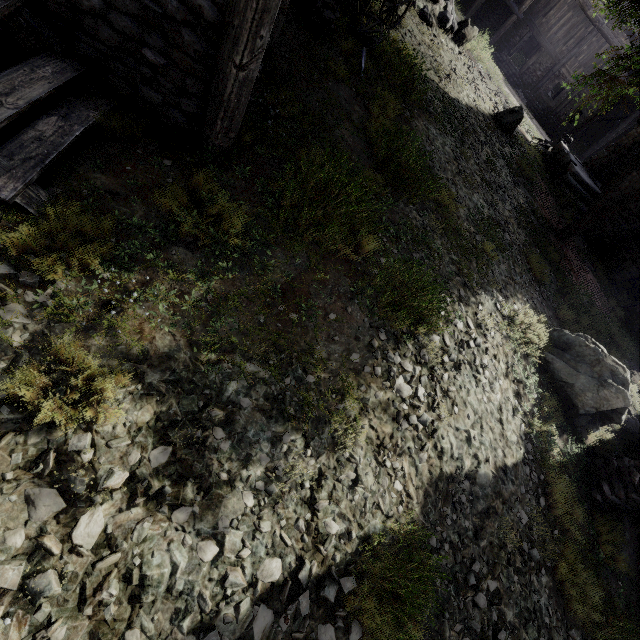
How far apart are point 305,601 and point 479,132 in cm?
1432

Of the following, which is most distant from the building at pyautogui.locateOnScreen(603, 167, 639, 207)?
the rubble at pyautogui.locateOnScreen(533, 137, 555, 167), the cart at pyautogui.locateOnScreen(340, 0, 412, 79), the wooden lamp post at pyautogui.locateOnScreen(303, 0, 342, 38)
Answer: the cart at pyautogui.locateOnScreen(340, 0, 412, 79)

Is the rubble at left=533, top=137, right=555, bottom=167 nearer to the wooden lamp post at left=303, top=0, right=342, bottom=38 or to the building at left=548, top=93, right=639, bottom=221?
the building at left=548, top=93, right=639, bottom=221

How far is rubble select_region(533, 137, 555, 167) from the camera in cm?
1702

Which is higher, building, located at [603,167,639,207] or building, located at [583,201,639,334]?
building, located at [603,167,639,207]

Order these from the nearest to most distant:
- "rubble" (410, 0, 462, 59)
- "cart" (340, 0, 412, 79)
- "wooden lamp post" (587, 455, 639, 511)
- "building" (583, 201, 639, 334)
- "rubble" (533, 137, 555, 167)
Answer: "wooden lamp post" (587, 455, 639, 511), "cart" (340, 0, 412, 79), "rubble" (410, 0, 462, 59), "building" (583, 201, 639, 334), "rubble" (533, 137, 555, 167)

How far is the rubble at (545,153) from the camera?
17.02m

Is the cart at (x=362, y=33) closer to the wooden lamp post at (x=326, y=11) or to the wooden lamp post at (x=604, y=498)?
the wooden lamp post at (x=326, y=11)
